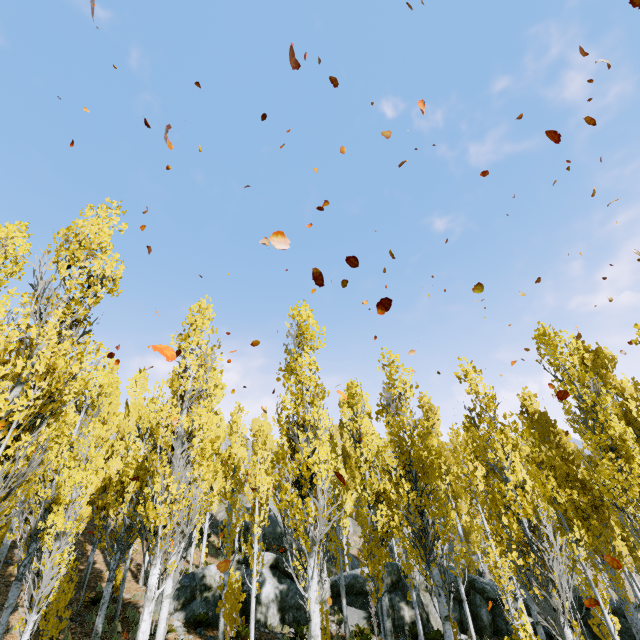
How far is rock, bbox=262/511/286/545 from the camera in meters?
29.4 m

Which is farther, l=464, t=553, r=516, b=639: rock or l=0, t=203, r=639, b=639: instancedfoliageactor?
l=464, t=553, r=516, b=639: rock

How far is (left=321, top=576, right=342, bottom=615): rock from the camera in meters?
16.0

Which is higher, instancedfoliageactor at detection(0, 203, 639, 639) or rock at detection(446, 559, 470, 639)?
instancedfoliageactor at detection(0, 203, 639, 639)

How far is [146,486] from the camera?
14.3m

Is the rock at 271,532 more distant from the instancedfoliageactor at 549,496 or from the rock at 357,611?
the rock at 357,611

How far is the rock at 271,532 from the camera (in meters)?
29.41
